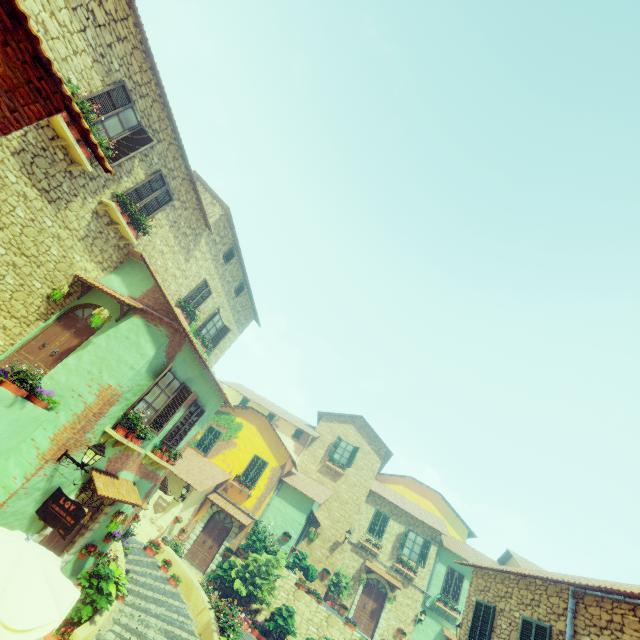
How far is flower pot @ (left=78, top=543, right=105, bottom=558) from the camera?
9.5m

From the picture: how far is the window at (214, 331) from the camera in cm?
1619

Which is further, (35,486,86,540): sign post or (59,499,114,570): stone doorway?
(59,499,114,570): stone doorway

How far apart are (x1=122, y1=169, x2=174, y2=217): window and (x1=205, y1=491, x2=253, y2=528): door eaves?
15.5m

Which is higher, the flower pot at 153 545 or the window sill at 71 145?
the window sill at 71 145

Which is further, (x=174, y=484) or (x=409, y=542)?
(x=409, y=542)

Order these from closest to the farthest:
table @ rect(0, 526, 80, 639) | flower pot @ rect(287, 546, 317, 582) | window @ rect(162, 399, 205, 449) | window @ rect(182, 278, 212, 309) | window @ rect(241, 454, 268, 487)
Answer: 1. table @ rect(0, 526, 80, 639)
2. window @ rect(162, 399, 205, 449)
3. window @ rect(182, 278, 212, 309)
4. flower pot @ rect(287, 546, 317, 582)
5. window @ rect(241, 454, 268, 487)

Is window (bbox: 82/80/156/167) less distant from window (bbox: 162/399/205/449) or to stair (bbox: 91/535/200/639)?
window (bbox: 162/399/205/449)
